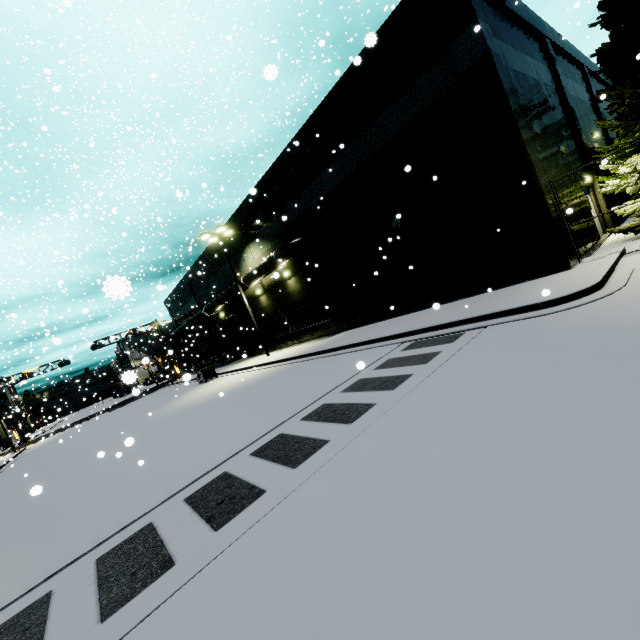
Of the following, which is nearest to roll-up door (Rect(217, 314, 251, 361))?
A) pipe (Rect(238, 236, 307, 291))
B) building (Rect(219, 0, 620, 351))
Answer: building (Rect(219, 0, 620, 351))

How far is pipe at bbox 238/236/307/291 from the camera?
19.2 meters

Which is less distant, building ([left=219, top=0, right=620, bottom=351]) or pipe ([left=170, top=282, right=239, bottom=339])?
building ([left=219, top=0, right=620, bottom=351])

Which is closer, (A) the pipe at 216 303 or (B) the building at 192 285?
(A) the pipe at 216 303

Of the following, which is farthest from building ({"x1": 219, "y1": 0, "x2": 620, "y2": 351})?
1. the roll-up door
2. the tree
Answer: the tree

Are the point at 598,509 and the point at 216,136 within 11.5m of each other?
no

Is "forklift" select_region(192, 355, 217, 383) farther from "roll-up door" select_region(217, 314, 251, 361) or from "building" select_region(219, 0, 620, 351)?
"building" select_region(219, 0, 620, 351)

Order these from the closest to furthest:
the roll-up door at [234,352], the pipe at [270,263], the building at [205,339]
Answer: the pipe at [270,263] → the building at [205,339] → the roll-up door at [234,352]
